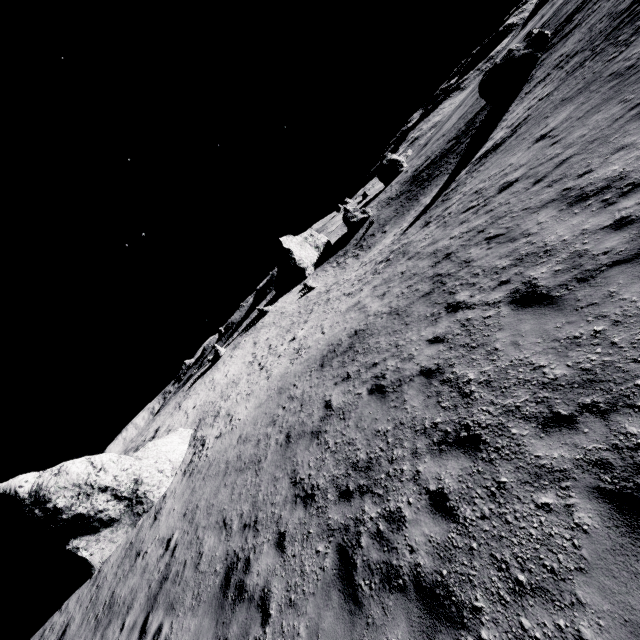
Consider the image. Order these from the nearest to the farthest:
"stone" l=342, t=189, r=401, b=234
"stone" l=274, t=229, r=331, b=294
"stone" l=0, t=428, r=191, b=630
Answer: "stone" l=0, t=428, r=191, b=630 < "stone" l=342, t=189, r=401, b=234 < "stone" l=274, t=229, r=331, b=294

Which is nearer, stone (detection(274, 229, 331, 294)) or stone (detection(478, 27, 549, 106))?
stone (detection(478, 27, 549, 106))

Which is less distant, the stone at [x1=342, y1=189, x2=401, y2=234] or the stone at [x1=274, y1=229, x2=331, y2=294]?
the stone at [x1=342, y1=189, x2=401, y2=234]

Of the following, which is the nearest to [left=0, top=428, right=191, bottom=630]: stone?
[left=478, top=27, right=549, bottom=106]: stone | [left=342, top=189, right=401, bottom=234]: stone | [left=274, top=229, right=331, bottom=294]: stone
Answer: [left=342, top=189, right=401, bottom=234]: stone

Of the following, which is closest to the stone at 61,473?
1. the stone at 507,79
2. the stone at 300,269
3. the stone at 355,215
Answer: the stone at 355,215

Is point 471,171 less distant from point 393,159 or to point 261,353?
point 393,159

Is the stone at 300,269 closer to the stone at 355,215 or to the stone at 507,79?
the stone at 355,215

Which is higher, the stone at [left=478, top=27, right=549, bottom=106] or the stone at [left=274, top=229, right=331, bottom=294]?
the stone at [left=274, top=229, right=331, bottom=294]
